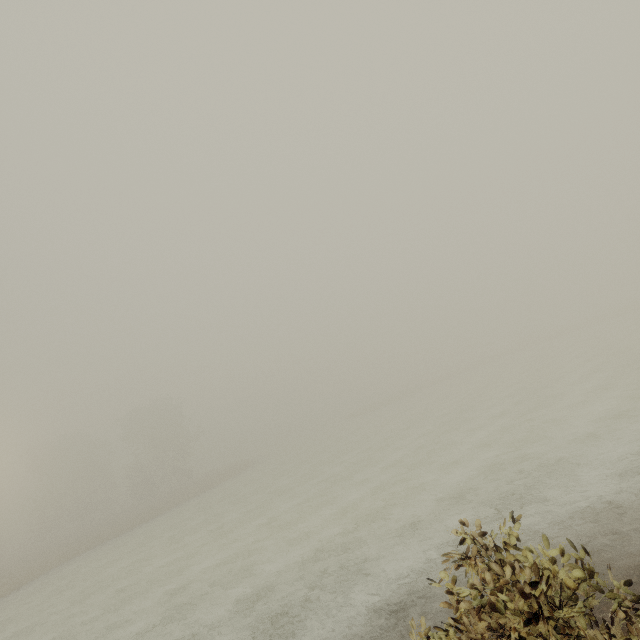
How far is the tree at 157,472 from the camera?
43.28m

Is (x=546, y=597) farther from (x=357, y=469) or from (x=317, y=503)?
(x=357, y=469)

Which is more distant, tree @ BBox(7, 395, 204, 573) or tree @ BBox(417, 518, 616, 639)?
tree @ BBox(7, 395, 204, 573)

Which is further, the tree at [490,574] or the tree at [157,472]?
the tree at [157,472]

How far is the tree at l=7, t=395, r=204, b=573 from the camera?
43.28m

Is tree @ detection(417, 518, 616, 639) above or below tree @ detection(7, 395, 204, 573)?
below
